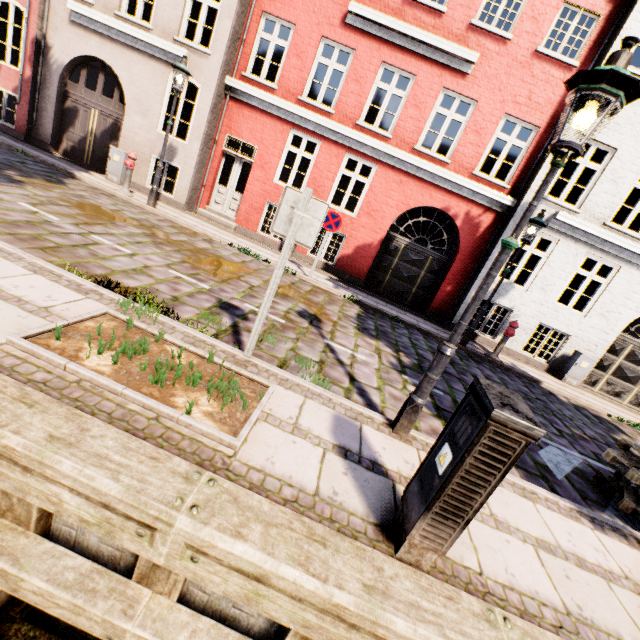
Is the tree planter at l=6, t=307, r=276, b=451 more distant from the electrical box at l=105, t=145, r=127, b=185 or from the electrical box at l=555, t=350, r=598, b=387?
the electrical box at l=555, t=350, r=598, b=387

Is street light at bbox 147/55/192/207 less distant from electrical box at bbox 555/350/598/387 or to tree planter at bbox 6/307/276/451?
tree planter at bbox 6/307/276/451

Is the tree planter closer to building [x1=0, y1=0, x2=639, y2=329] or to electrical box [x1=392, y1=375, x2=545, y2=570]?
electrical box [x1=392, y1=375, x2=545, y2=570]

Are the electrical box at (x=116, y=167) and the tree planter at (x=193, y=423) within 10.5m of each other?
yes

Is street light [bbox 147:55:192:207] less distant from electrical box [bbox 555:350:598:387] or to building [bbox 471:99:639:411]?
electrical box [bbox 555:350:598:387]

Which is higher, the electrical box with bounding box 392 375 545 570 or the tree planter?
the electrical box with bounding box 392 375 545 570

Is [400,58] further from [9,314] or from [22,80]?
[22,80]

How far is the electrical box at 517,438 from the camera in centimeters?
180cm
